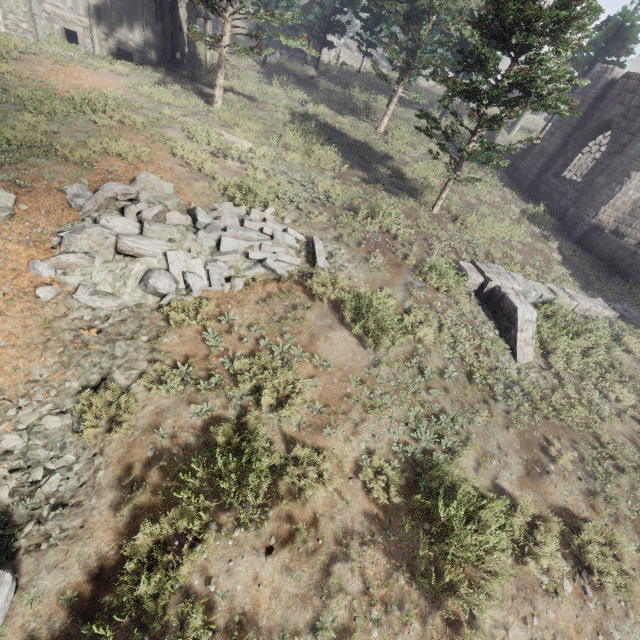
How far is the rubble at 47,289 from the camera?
5.4 meters

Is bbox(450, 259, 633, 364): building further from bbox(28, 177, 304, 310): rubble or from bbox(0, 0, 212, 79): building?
bbox(28, 177, 304, 310): rubble

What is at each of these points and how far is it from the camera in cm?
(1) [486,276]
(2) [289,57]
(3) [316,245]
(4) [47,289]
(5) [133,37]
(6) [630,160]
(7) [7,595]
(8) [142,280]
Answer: (1) building, 979
(2) rubble, 3200
(3) building, 875
(4) rubble, 555
(5) building, 1595
(6) building, 1463
(7) building, 319
(8) rubble, 621

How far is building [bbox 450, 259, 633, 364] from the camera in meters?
8.9 m

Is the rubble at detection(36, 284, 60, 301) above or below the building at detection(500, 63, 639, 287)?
below

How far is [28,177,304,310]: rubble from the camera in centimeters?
598cm

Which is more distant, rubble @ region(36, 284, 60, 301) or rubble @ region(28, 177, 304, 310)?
rubble @ region(28, 177, 304, 310)

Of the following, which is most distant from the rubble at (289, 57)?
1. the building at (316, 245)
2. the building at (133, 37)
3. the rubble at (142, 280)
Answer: the building at (316, 245)
